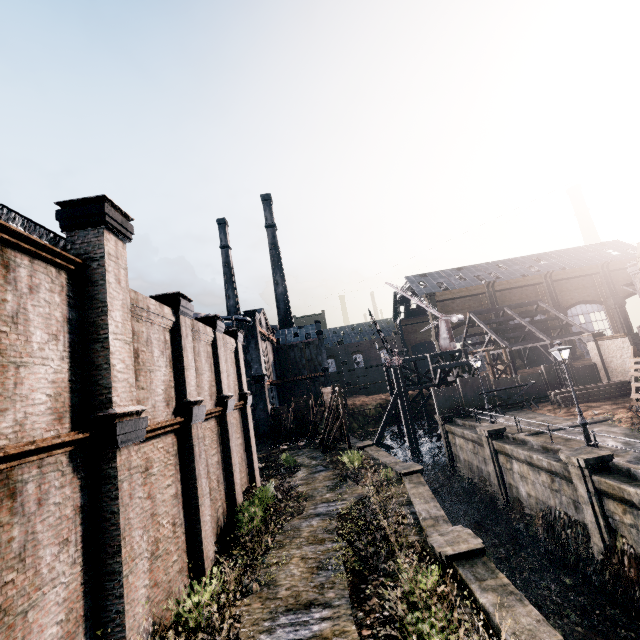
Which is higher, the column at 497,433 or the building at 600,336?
the building at 600,336

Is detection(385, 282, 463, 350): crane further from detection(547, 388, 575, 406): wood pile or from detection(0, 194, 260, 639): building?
detection(0, 194, 260, 639): building

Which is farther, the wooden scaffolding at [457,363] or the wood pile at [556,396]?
the wooden scaffolding at [457,363]

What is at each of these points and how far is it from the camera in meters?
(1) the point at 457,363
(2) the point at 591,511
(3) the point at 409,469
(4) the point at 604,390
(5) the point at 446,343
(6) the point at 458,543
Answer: (1) wooden scaffolding, 37.5
(2) column, 14.8
(3) column, 19.1
(4) wood pile, 28.0
(5) crane, 41.6
(6) column, 10.6

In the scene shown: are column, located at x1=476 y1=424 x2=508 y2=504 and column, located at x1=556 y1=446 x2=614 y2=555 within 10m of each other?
yes

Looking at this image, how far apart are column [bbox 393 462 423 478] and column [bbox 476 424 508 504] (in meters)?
6.82

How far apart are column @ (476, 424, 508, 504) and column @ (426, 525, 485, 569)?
13.37m

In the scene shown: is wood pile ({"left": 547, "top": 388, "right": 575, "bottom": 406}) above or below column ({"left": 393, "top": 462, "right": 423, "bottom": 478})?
above
